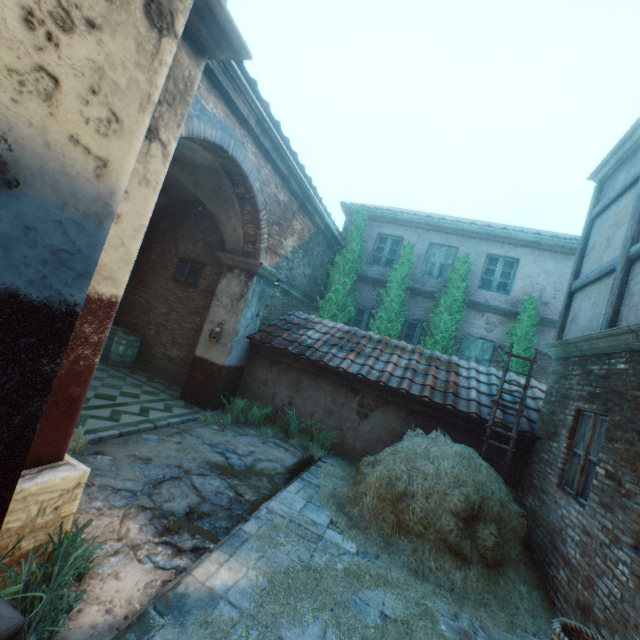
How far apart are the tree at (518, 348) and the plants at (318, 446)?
6.3 meters

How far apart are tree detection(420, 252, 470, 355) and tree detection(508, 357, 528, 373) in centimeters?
134cm

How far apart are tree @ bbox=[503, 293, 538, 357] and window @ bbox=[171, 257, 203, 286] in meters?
9.6

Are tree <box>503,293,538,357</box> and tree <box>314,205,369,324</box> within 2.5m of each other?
no

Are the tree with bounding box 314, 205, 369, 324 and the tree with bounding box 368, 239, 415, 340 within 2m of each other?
yes

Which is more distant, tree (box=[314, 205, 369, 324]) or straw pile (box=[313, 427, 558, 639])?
tree (box=[314, 205, 369, 324])

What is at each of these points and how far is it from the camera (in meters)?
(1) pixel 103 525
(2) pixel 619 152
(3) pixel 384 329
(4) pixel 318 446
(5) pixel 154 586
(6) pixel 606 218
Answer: (1) ground stones, 3.42
(2) building, 6.28
(3) tree, 10.93
(4) plants, 7.75
(5) ground stones, 2.91
(6) building, 6.30

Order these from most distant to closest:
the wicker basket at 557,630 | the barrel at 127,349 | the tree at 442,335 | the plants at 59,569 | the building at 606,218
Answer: the tree at 442,335
the barrel at 127,349
the building at 606,218
the wicker basket at 557,630
the plants at 59,569
